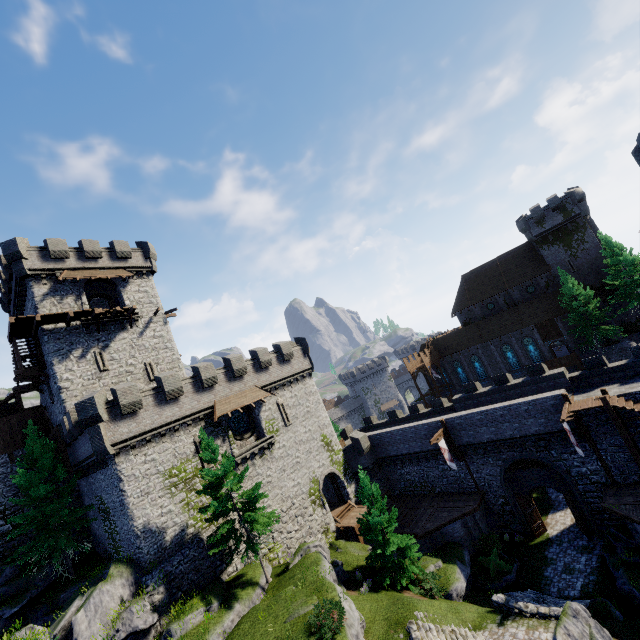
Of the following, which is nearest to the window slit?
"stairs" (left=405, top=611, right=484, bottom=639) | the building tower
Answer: the building tower

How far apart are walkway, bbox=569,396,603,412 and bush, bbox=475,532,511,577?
11.8 meters

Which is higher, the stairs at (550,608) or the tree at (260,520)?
the tree at (260,520)

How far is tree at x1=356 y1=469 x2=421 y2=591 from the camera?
21.8m

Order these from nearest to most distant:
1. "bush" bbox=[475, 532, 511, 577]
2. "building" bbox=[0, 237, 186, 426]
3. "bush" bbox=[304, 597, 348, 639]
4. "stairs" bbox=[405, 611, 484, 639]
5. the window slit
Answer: "bush" bbox=[304, 597, 348, 639], "stairs" bbox=[405, 611, 484, 639], "bush" bbox=[475, 532, 511, 577], "building" bbox=[0, 237, 186, 426], the window slit

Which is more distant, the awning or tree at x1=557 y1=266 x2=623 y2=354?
tree at x1=557 y1=266 x2=623 y2=354

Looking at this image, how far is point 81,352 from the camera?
26.7 meters

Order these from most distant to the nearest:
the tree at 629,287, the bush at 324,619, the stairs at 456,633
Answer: the tree at 629,287
the stairs at 456,633
the bush at 324,619
